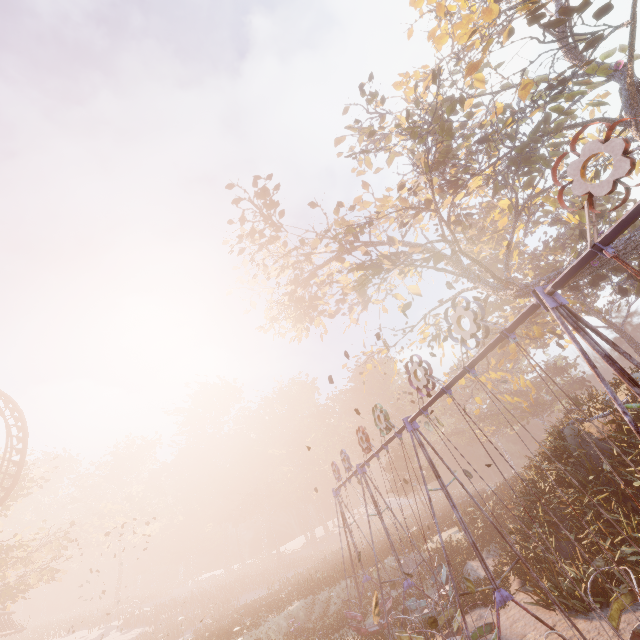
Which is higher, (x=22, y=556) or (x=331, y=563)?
(x=22, y=556)

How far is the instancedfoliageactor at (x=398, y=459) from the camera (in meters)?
39.72

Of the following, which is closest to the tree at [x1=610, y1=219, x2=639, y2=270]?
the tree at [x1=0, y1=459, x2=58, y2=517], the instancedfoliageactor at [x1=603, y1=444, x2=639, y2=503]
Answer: the instancedfoliageactor at [x1=603, y1=444, x2=639, y2=503]

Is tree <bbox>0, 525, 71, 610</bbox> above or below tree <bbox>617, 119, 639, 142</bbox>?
below

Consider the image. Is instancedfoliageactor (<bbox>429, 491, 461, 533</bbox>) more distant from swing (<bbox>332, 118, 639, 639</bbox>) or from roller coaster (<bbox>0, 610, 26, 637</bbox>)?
roller coaster (<bbox>0, 610, 26, 637</bbox>)

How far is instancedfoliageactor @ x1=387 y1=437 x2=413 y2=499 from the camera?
39.72m

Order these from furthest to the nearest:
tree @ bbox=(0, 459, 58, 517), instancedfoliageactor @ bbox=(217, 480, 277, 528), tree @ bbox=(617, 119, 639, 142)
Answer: instancedfoliageactor @ bbox=(217, 480, 277, 528) < tree @ bbox=(0, 459, 58, 517) < tree @ bbox=(617, 119, 639, 142)

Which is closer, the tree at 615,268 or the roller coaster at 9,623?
the tree at 615,268
